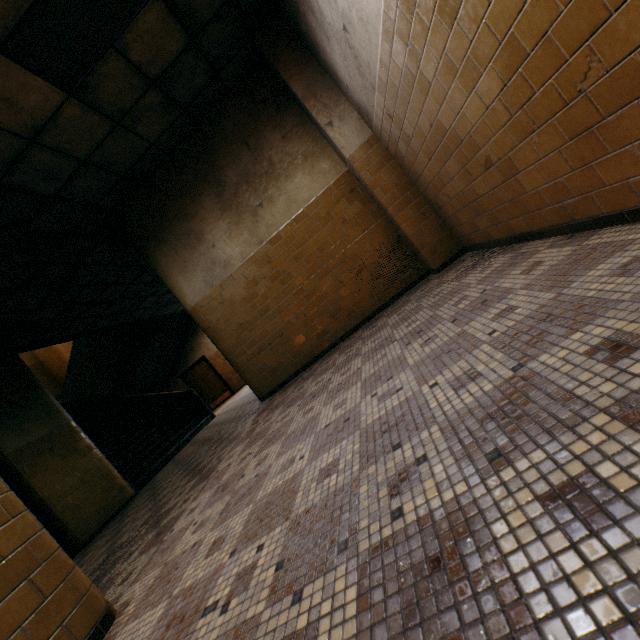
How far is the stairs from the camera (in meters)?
8.18

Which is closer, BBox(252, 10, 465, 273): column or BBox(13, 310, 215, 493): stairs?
BBox(252, 10, 465, 273): column

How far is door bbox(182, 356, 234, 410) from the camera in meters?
14.5

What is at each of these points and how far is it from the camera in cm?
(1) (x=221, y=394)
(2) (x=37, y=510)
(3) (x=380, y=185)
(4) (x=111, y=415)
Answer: (1) door, 1457
(2) door frame, 523
(3) column, 429
(4) stairs, 1073

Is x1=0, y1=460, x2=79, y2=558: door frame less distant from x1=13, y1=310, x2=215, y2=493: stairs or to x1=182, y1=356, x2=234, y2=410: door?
x1=13, y1=310, x2=215, y2=493: stairs

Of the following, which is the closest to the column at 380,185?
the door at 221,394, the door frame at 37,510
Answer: the door frame at 37,510

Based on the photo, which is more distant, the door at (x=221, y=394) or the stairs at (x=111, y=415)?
the door at (x=221, y=394)

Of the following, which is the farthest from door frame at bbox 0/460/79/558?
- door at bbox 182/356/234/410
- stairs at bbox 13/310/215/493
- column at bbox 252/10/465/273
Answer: door at bbox 182/356/234/410
